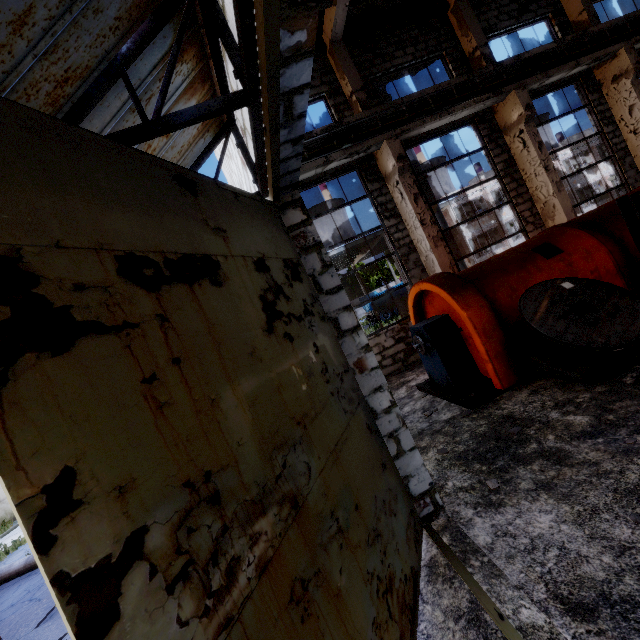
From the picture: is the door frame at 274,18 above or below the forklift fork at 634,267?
above

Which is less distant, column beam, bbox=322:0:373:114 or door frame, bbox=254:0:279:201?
door frame, bbox=254:0:279:201

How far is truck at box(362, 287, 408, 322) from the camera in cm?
3148

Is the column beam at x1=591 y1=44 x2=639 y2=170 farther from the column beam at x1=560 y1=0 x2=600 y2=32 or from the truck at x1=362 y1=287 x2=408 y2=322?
the truck at x1=362 y1=287 x2=408 y2=322

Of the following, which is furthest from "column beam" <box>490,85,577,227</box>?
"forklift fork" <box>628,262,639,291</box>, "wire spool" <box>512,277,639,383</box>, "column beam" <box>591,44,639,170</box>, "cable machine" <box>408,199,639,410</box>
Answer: "wire spool" <box>512,277,639,383</box>

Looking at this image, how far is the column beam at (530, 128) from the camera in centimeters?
1008cm

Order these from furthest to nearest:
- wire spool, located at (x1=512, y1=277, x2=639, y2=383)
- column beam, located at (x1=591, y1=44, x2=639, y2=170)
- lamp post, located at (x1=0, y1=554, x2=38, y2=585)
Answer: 1. column beam, located at (x1=591, y1=44, x2=639, y2=170)
2. lamp post, located at (x1=0, y1=554, x2=38, y2=585)
3. wire spool, located at (x1=512, y1=277, x2=639, y2=383)

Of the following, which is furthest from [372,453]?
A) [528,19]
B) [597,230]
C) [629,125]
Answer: [528,19]
